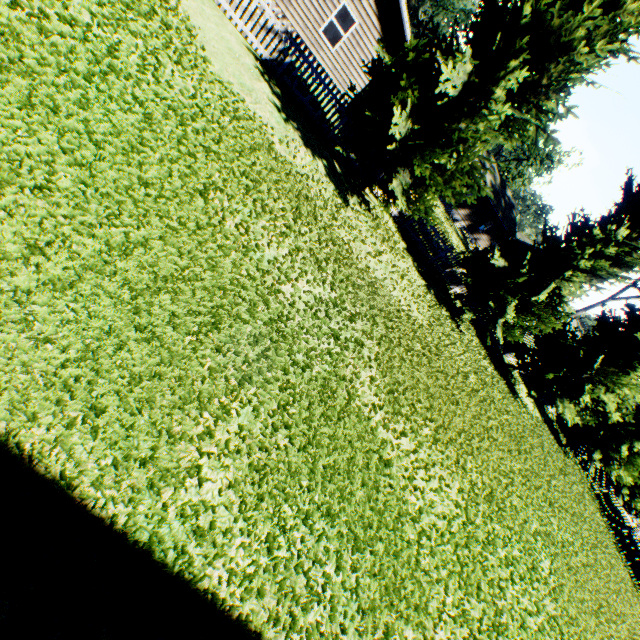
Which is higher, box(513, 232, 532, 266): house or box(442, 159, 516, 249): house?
box(513, 232, 532, 266): house

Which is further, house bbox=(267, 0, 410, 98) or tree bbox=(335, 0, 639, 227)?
house bbox=(267, 0, 410, 98)

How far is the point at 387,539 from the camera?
4.57m

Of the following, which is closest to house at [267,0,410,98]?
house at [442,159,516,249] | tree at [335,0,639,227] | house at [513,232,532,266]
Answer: house at [442,159,516,249]

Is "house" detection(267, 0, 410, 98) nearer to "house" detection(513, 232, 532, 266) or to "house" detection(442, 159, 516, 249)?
"house" detection(442, 159, 516, 249)

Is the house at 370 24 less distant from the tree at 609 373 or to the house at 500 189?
the house at 500 189

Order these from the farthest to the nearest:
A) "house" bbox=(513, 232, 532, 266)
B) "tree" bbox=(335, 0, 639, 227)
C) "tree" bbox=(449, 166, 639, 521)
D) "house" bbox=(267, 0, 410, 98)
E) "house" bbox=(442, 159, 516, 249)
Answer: "house" bbox=(513, 232, 532, 266) < "house" bbox=(442, 159, 516, 249) < "house" bbox=(267, 0, 410, 98) < "tree" bbox=(449, 166, 639, 521) < "tree" bbox=(335, 0, 639, 227)

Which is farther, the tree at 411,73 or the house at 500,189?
the house at 500,189
